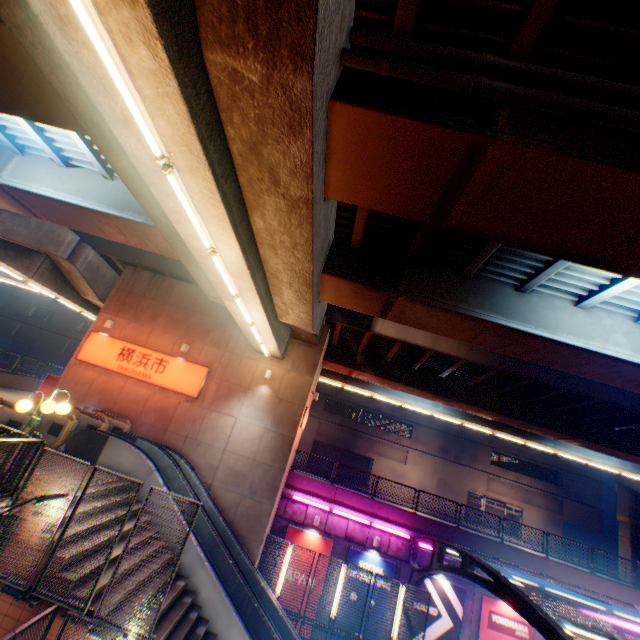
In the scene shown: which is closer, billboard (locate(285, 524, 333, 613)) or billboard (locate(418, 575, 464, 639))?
billboard (locate(418, 575, 464, 639))

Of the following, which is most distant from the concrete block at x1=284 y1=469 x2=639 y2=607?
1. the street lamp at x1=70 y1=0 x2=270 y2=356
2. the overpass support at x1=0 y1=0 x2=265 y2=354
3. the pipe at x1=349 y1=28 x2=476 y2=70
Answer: the pipe at x1=349 y1=28 x2=476 y2=70

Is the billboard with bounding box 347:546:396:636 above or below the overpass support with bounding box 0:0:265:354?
below

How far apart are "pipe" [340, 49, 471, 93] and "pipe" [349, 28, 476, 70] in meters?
0.3 m

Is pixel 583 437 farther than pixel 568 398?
Yes

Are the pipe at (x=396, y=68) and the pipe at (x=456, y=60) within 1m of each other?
yes

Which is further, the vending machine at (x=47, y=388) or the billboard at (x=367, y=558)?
the billboard at (x=367, y=558)

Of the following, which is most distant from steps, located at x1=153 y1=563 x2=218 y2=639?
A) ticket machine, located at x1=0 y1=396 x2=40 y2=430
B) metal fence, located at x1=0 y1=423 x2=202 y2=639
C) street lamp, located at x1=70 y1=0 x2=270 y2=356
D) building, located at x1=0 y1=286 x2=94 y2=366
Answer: building, located at x1=0 y1=286 x2=94 y2=366
